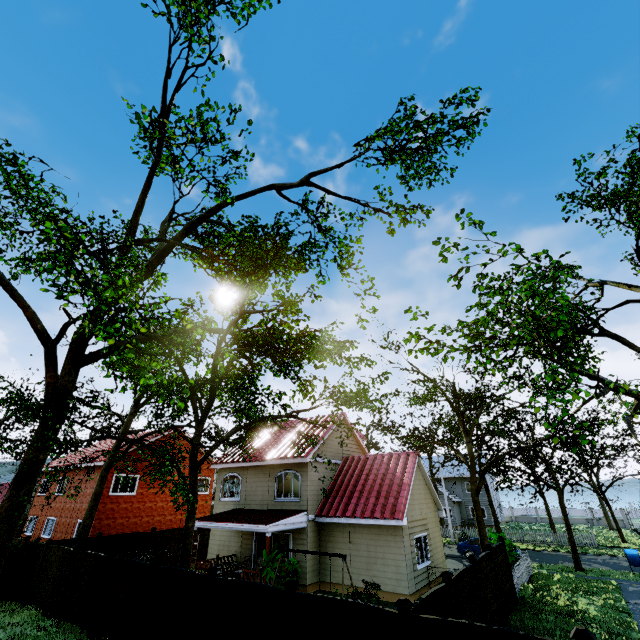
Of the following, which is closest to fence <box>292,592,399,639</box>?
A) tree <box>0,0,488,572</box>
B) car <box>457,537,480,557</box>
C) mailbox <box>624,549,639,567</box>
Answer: tree <box>0,0,488,572</box>

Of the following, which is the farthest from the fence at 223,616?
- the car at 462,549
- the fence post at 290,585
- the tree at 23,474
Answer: the car at 462,549

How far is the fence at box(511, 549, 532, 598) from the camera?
15.50m

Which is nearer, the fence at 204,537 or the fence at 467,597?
the fence at 467,597

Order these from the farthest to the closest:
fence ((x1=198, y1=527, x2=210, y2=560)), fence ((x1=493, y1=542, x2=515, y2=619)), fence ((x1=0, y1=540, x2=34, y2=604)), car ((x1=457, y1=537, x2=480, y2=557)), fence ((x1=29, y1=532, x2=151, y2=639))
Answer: car ((x1=457, y1=537, x2=480, y2=557)) < fence ((x1=198, y1=527, x2=210, y2=560)) < fence ((x1=0, y1=540, x2=34, y2=604)) < fence ((x1=493, y1=542, x2=515, y2=619)) < fence ((x1=29, y1=532, x2=151, y2=639))

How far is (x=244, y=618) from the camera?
8.4 meters

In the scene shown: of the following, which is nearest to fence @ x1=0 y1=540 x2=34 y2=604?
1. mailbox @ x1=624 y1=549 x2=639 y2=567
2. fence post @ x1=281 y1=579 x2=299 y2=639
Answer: fence post @ x1=281 y1=579 x2=299 y2=639

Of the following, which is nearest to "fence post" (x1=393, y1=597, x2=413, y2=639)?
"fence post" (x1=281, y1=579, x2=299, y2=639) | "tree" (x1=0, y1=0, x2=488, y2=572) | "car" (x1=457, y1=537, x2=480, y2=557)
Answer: "fence post" (x1=281, y1=579, x2=299, y2=639)
